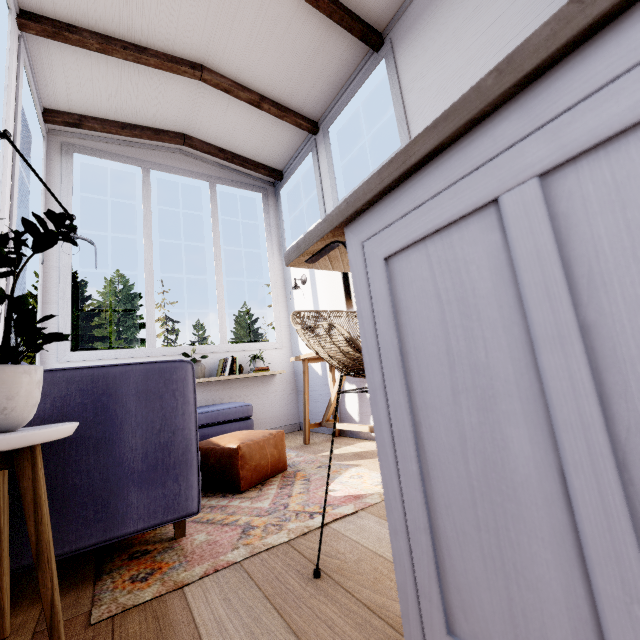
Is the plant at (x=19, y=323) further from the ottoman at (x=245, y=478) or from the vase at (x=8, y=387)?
the ottoman at (x=245, y=478)

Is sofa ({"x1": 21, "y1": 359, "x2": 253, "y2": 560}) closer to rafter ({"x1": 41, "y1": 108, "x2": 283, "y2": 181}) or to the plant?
the plant

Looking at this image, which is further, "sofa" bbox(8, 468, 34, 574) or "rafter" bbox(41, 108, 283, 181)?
"rafter" bbox(41, 108, 283, 181)

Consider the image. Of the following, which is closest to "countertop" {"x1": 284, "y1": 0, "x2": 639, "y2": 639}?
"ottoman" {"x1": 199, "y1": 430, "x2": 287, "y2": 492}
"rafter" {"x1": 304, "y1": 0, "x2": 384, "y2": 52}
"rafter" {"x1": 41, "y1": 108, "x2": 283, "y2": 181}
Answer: "ottoman" {"x1": 199, "y1": 430, "x2": 287, "y2": 492}

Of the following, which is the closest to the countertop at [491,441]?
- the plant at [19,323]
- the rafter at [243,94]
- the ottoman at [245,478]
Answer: the plant at [19,323]

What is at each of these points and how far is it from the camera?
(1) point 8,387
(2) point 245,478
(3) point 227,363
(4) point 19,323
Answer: (1) vase, 0.9m
(2) ottoman, 2.1m
(3) book, 3.9m
(4) plant, 1.0m

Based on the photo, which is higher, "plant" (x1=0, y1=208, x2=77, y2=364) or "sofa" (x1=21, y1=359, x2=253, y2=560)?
"plant" (x1=0, y1=208, x2=77, y2=364)

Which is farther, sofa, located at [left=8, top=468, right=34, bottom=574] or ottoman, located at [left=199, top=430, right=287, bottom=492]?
ottoman, located at [left=199, top=430, right=287, bottom=492]
